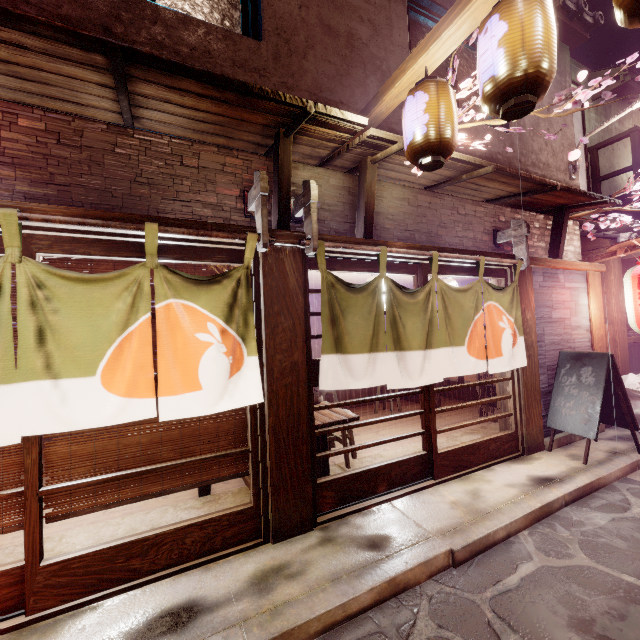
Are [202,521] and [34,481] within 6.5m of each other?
yes

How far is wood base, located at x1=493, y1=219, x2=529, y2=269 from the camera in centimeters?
845cm

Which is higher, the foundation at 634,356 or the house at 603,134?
the house at 603,134

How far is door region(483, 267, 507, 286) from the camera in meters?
8.5

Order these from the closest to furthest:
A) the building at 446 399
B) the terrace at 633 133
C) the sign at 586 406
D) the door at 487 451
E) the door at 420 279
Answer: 1. the door at 487 451
2. the door at 420 279
3. the sign at 586 406
4. the terrace at 633 133
5. the building at 446 399

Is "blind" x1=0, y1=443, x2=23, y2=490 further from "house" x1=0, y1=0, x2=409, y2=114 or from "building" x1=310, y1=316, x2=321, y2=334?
"house" x1=0, y1=0, x2=409, y2=114

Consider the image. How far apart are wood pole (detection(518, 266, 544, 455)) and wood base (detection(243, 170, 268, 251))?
7.1 meters

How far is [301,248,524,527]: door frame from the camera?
5.9 meters
